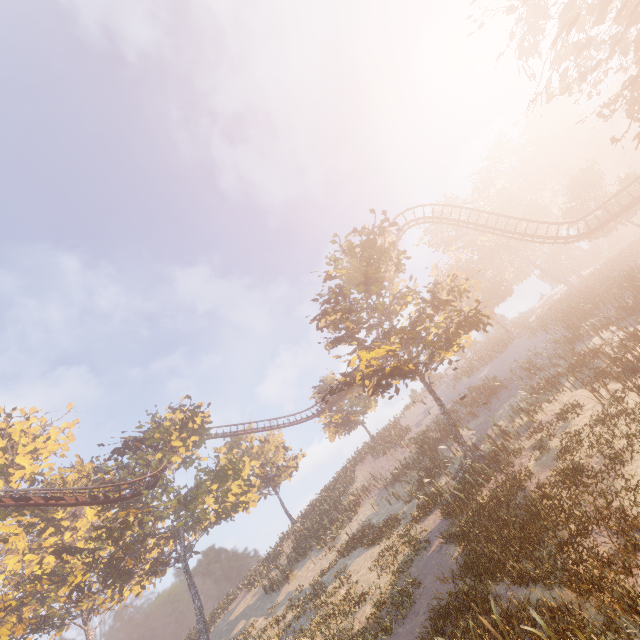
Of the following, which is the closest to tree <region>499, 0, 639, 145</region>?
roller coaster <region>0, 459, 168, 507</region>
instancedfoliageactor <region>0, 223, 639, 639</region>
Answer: roller coaster <region>0, 459, 168, 507</region>

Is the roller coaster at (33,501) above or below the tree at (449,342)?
above

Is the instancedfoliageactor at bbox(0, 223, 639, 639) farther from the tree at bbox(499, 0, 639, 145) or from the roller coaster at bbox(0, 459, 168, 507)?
the tree at bbox(499, 0, 639, 145)

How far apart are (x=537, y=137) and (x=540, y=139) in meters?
1.0 m

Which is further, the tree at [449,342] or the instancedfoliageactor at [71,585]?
the tree at [449,342]

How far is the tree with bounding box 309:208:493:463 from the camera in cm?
1731

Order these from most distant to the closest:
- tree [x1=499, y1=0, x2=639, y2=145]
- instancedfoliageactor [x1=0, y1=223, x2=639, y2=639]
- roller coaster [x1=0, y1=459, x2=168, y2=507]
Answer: roller coaster [x1=0, y1=459, x2=168, y2=507] < tree [x1=499, y1=0, x2=639, y2=145] < instancedfoliageactor [x1=0, y1=223, x2=639, y2=639]
